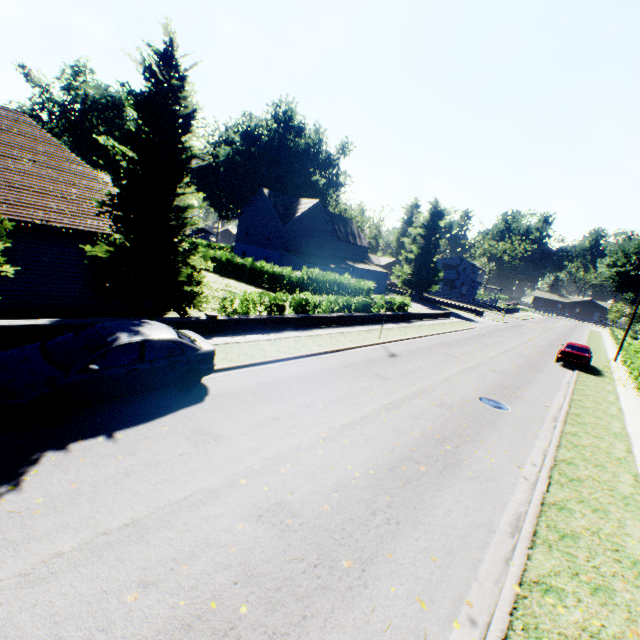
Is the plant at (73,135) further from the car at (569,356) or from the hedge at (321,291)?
the car at (569,356)

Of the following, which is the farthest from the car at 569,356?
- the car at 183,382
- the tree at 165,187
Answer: the car at 183,382

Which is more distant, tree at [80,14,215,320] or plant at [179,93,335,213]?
plant at [179,93,335,213]

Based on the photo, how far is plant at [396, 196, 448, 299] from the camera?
49.9 meters

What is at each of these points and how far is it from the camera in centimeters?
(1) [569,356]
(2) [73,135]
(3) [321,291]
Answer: (1) car, 2252cm
(2) plant, 5825cm
(3) hedge, 2748cm

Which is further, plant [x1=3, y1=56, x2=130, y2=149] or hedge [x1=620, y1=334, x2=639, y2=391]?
plant [x1=3, y1=56, x2=130, y2=149]

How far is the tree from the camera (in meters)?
11.04

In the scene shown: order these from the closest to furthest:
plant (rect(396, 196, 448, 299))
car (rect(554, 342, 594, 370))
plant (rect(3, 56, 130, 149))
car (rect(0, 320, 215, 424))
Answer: car (rect(0, 320, 215, 424)) → car (rect(554, 342, 594, 370)) → plant (rect(396, 196, 448, 299)) → plant (rect(3, 56, 130, 149))
